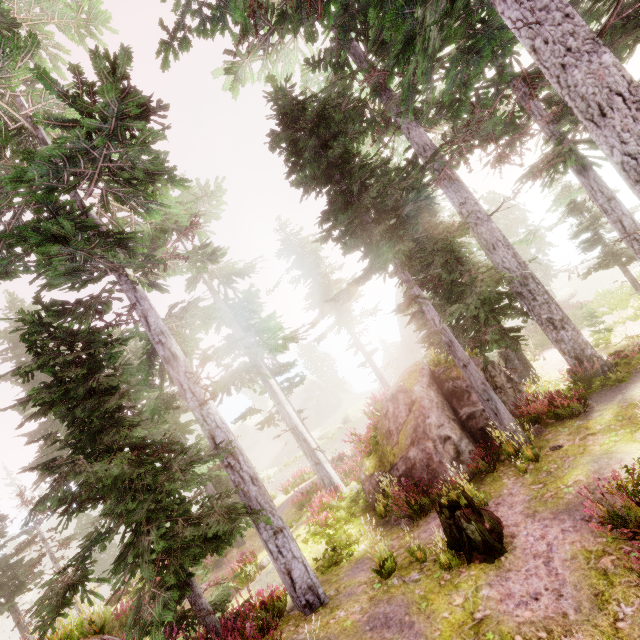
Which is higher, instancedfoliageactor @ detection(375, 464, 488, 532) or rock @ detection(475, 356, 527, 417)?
rock @ detection(475, 356, 527, 417)

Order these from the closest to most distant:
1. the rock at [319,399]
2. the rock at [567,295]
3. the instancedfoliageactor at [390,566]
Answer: the instancedfoliageactor at [390,566]
the rock at [567,295]
the rock at [319,399]

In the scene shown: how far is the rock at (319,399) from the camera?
57.8 meters

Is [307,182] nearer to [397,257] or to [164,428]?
[397,257]

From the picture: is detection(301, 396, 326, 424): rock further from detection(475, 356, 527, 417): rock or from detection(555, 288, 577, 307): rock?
detection(555, 288, 577, 307): rock

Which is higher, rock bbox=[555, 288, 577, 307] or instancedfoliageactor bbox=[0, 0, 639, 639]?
instancedfoliageactor bbox=[0, 0, 639, 639]

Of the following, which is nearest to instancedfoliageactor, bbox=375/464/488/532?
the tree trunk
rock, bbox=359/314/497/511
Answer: rock, bbox=359/314/497/511
